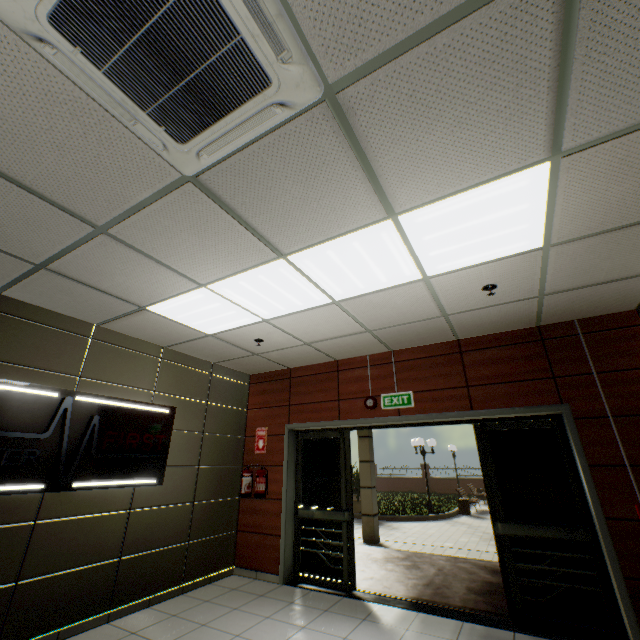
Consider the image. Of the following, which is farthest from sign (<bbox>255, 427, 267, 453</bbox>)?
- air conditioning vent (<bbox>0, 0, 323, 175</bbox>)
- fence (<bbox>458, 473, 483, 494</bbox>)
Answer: fence (<bbox>458, 473, 483, 494</bbox>)

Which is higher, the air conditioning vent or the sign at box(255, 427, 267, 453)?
the air conditioning vent

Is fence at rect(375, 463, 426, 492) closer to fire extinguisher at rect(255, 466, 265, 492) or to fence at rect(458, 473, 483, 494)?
fence at rect(458, 473, 483, 494)

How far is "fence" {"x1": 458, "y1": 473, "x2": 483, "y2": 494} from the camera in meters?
23.7

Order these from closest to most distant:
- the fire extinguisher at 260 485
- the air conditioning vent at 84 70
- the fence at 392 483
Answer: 1. the air conditioning vent at 84 70
2. the fire extinguisher at 260 485
3. the fence at 392 483

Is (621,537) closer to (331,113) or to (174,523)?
(331,113)

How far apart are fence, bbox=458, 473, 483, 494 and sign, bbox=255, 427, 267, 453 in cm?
2393

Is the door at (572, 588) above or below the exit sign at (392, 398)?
below
